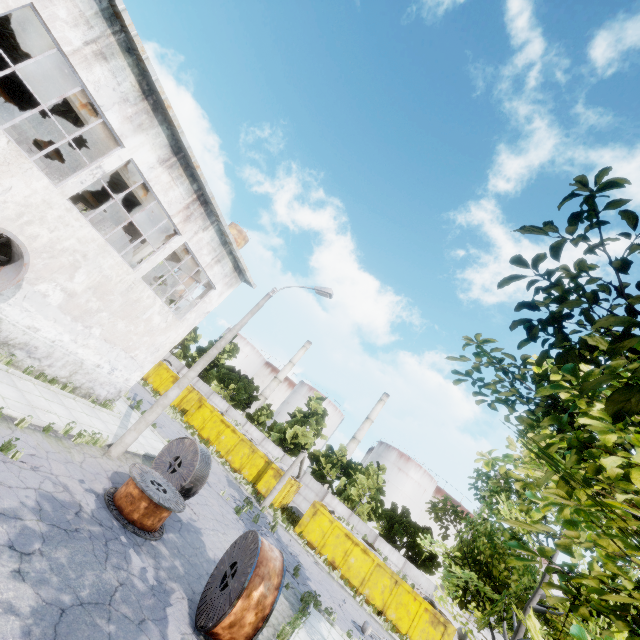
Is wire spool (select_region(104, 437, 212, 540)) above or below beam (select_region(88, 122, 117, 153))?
below

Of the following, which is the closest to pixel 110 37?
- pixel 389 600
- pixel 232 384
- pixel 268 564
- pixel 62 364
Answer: pixel 62 364

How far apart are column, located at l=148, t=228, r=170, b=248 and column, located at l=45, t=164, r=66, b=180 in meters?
11.1 m

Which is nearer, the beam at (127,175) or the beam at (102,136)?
the beam at (102,136)

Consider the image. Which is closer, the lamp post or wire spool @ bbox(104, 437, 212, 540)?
wire spool @ bbox(104, 437, 212, 540)

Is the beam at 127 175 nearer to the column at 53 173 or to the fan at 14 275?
the fan at 14 275

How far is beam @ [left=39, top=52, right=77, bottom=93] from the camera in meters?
10.8

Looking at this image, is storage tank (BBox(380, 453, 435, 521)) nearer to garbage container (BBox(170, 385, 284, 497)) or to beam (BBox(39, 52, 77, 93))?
garbage container (BBox(170, 385, 284, 497))
